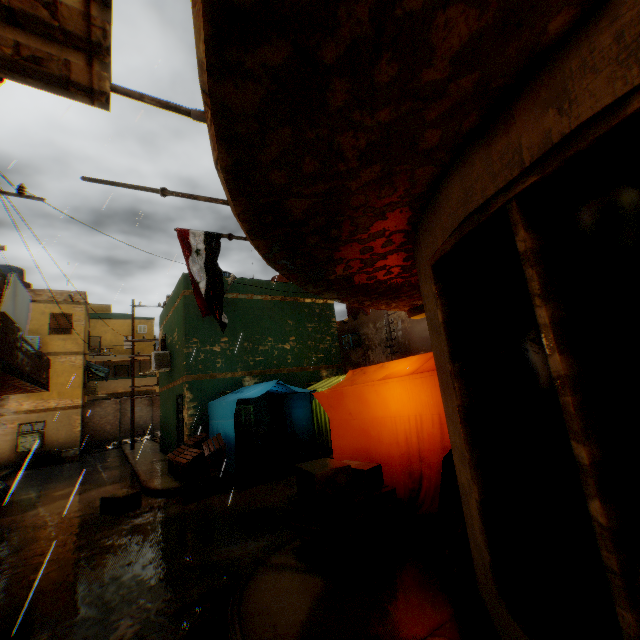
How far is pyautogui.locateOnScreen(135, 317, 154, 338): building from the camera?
33.6 meters

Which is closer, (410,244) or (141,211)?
(410,244)

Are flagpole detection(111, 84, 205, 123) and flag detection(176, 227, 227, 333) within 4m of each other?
yes

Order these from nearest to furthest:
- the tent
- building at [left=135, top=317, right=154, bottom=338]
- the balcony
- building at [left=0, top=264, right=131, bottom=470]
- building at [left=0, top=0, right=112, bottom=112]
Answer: building at [left=0, top=0, right=112, bottom=112]
the tent
the balcony
building at [left=0, top=264, right=131, bottom=470]
building at [left=135, top=317, right=154, bottom=338]

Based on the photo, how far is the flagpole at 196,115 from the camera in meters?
2.4 m

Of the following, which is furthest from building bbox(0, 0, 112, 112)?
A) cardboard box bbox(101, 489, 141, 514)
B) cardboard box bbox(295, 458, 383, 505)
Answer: cardboard box bbox(101, 489, 141, 514)

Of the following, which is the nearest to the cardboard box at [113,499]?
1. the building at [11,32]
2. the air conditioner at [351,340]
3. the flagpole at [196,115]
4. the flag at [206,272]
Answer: the building at [11,32]

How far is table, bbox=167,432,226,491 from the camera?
8.5 meters
